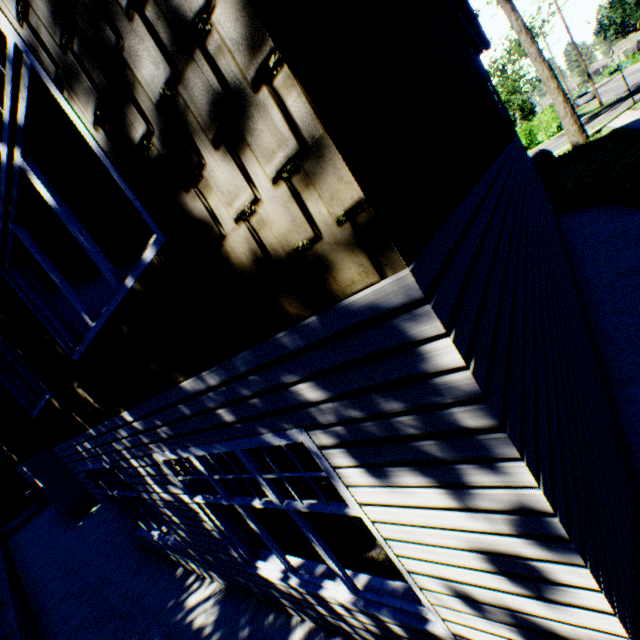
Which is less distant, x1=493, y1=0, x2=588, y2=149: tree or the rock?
x1=493, y1=0, x2=588, y2=149: tree

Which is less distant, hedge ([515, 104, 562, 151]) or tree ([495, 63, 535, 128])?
hedge ([515, 104, 562, 151])

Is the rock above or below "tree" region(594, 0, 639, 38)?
below

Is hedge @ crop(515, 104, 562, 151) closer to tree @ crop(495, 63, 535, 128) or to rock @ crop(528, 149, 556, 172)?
tree @ crop(495, 63, 535, 128)

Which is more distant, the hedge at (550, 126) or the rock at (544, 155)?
the hedge at (550, 126)

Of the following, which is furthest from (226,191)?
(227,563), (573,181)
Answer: (573,181)

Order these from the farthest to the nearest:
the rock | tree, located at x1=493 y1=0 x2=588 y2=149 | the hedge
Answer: the hedge → the rock → tree, located at x1=493 y1=0 x2=588 y2=149

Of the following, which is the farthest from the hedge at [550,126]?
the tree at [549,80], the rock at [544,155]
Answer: the rock at [544,155]
